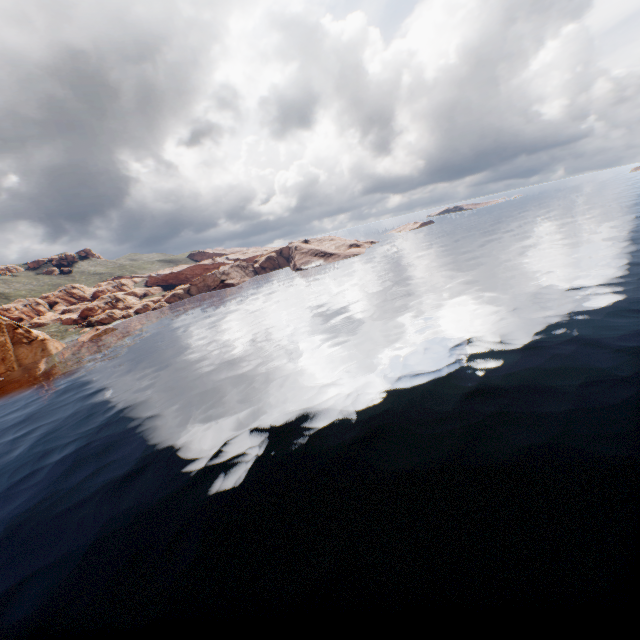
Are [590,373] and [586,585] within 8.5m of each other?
no
